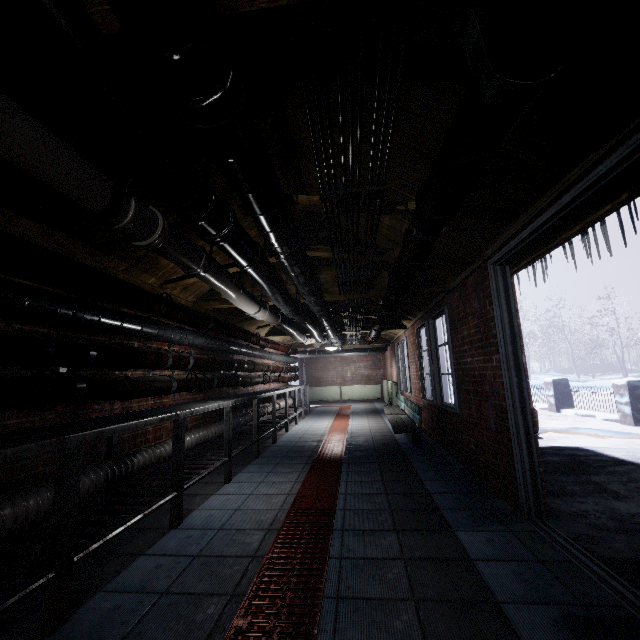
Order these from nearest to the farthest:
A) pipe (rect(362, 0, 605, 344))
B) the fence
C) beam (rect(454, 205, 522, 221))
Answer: pipe (rect(362, 0, 605, 344)), beam (rect(454, 205, 522, 221)), the fence

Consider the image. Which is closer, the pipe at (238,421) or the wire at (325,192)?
the wire at (325,192)

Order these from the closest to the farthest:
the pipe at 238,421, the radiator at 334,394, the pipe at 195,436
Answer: the pipe at 195,436
the pipe at 238,421
the radiator at 334,394

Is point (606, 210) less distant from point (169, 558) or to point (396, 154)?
point (396, 154)

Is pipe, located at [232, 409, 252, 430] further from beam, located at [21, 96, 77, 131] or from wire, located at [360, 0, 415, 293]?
wire, located at [360, 0, 415, 293]

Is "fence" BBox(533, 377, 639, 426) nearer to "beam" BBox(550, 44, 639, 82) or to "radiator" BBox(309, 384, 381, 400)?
"radiator" BBox(309, 384, 381, 400)

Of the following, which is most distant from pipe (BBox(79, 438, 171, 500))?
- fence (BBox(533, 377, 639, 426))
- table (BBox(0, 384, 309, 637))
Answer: fence (BBox(533, 377, 639, 426))

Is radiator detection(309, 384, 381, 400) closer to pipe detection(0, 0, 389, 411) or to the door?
pipe detection(0, 0, 389, 411)
